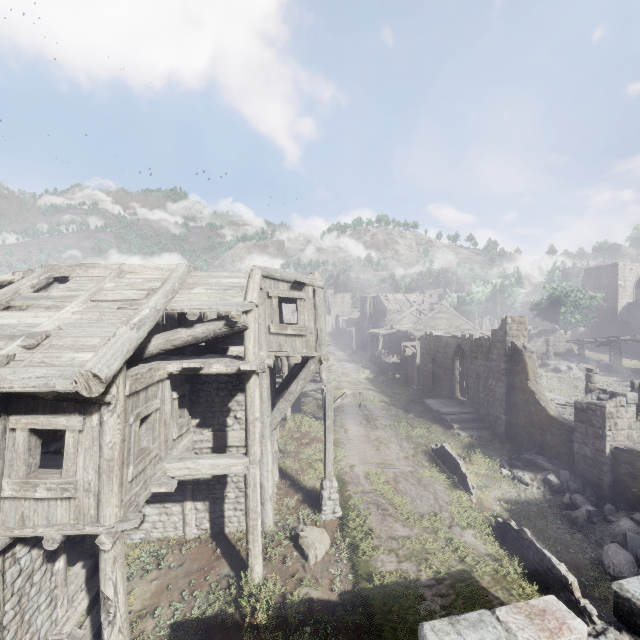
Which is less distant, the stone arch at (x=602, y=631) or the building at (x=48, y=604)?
the stone arch at (x=602, y=631)

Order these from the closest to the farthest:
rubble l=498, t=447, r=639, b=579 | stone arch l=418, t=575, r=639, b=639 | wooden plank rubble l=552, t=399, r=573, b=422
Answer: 1. stone arch l=418, t=575, r=639, b=639
2. rubble l=498, t=447, r=639, b=579
3. wooden plank rubble l=552, t=399, r=573, b=422

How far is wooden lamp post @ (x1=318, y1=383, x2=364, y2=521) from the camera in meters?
11.7

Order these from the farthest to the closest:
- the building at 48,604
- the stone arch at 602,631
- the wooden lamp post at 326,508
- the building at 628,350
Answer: the building at 628,350 < the wooden lamp post at 326,508 < the building at 48,604 < the stone arch at 602,631

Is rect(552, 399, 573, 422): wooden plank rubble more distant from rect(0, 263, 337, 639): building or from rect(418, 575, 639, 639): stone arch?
rect(418, 575, 639, 639): stone arch

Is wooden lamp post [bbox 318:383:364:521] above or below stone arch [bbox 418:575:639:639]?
below

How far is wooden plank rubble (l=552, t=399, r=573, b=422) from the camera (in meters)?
17.65

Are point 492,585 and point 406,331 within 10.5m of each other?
no
